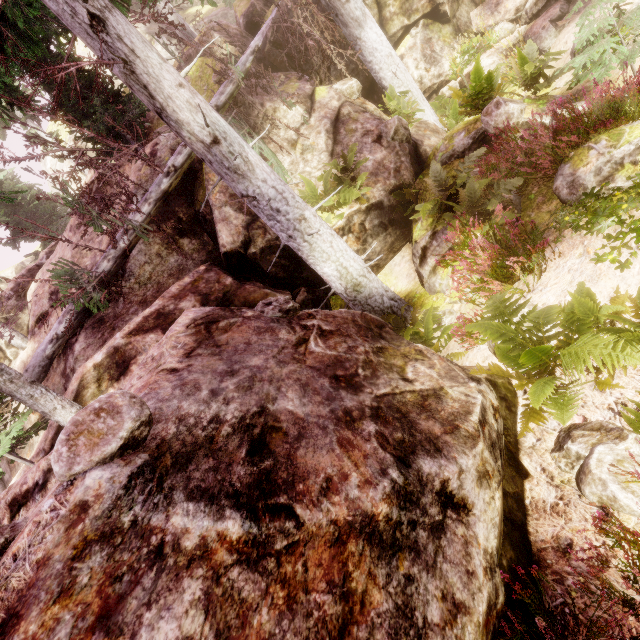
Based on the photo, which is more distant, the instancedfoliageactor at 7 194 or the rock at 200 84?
the instancedfoliageactor at 7 194

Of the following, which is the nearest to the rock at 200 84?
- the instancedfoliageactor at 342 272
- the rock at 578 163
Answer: the instancedfoliageactor at 342 272

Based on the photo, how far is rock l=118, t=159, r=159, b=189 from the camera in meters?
9.4 m

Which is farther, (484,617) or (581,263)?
(581,263)

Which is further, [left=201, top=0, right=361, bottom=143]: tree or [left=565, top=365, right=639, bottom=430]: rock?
[left=201, top=0, right=361, bottom=143]: tree

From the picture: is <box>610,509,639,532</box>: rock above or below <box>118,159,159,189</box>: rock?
below

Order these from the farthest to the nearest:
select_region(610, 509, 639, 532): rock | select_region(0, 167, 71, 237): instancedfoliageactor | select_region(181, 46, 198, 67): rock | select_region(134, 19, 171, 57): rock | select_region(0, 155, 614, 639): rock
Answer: select_region(134, 19, 171, 57): rock
select_region(0, 167, 71, 237): instancedfoliageactor
select_region(181, 46, 198, 67): rock
select_region(610, 509, 639, 532): rock
select_region(0, 155, 614, 639): rock
